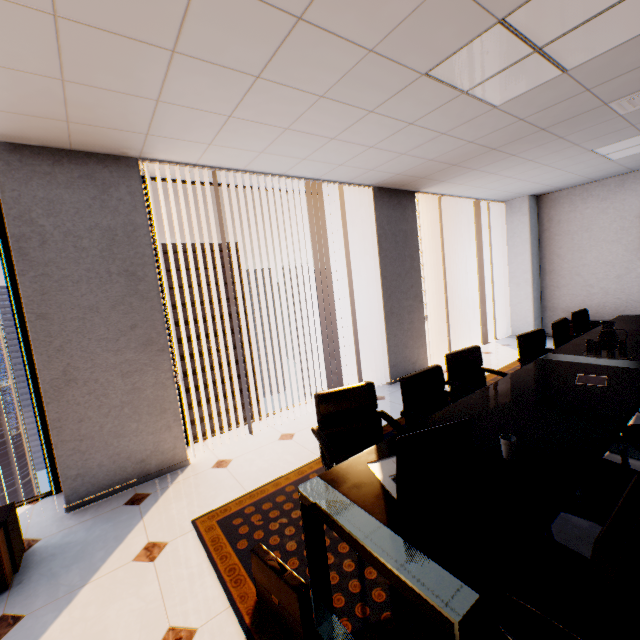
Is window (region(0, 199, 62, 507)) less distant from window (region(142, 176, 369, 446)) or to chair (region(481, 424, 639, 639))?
window (region(142, 176, 369, 446))

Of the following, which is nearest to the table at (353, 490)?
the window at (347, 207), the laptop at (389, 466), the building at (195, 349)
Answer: the laptop at (389, 466)

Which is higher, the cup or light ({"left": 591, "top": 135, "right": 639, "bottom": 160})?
light ({"left": 591, "top": 135, "right": 639, "bottom": 160})

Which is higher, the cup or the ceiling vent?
the ceiling vent

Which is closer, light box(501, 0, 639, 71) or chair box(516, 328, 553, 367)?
light box(501, 0, 639, 71)

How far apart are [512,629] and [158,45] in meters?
3.0

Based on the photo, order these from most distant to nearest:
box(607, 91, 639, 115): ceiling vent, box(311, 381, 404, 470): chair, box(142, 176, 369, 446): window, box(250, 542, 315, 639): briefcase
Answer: box(142, 176, 369, 446): window → box(607, 91, 639, 115): ceiling vent → box(311, 381, 404, 470): chair → box(250, 542, 315, 639): briefcase

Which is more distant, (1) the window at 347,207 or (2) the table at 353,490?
(1) the window at 347,207
